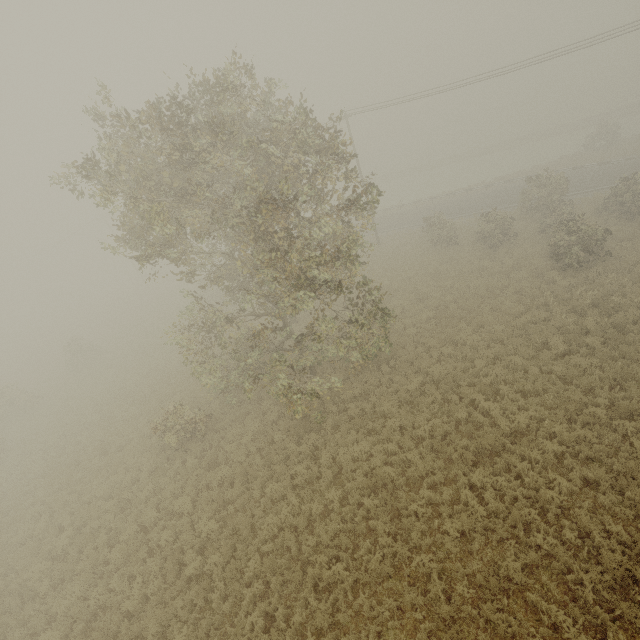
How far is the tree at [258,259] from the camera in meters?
9.9

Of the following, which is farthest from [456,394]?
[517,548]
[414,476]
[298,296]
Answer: [298,296]

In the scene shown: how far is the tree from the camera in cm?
985
